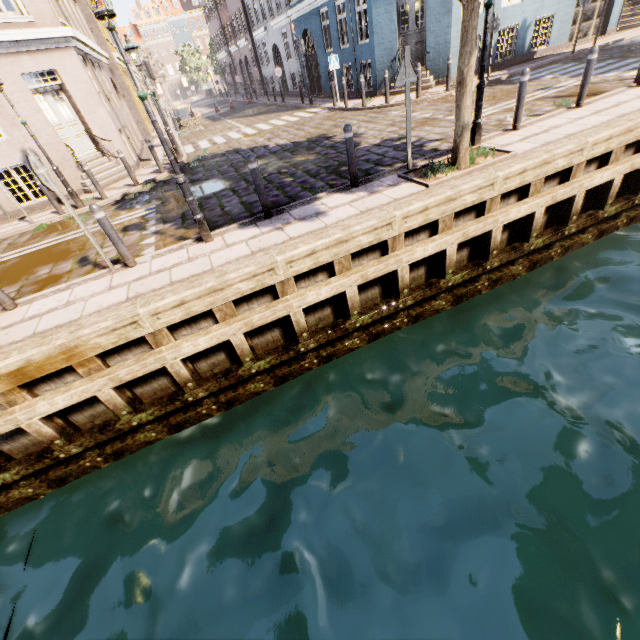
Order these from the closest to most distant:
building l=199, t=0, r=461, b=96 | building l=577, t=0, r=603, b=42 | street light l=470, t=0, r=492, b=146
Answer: street light l=470, t=0, r=492, b=146, building l=199, t=0, r=461, b=96, building l=577, t=0, r=603, b=42

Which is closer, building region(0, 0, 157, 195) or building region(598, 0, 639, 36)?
building region(0, 0, 157, 195)

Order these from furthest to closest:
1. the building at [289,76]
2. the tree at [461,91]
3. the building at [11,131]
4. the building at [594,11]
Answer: the building at [594,11] → the building at [289,76] → the building at [11,131] → the tree at [461,91]

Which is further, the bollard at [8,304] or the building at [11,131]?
the building at [11,131]

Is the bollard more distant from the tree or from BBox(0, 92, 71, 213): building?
BBox(0, 92, 71, 213): building

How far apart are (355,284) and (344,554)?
3.7m

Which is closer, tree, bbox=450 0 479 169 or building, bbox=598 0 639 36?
tree, bbox=450 0 479 169

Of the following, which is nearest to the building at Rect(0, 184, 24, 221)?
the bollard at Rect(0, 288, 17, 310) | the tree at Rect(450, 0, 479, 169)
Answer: the tree at Rect(450, 0, 479, 169)
